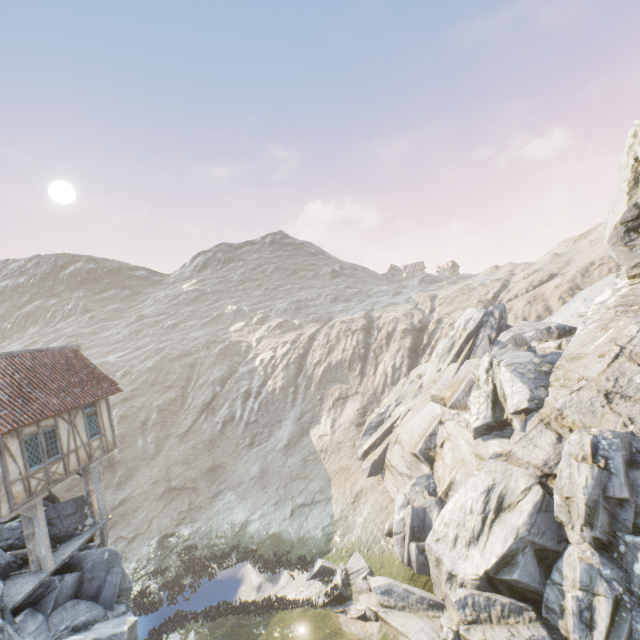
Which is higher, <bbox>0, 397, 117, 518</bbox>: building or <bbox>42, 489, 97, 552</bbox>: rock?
<bbox>0, 397, 117, 518</bbox>: building

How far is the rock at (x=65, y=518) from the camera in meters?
14.8

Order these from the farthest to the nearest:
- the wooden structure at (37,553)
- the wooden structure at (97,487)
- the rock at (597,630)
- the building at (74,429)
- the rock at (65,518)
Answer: the wooden structure at (97,487) → the rock at (65,518) → the wooden structure at (37,553) → the building at (74,429) → the rock at (597,630)

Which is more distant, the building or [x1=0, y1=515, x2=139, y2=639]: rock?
the building

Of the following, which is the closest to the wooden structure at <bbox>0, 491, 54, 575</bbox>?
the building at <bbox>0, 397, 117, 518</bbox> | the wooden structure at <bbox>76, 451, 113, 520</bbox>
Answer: the building at <bbox>0, 397, 117, 518</bbox>

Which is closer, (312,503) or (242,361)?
(312,503)

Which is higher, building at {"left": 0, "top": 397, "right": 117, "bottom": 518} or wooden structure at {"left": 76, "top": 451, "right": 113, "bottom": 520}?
building at {"left": 0, "top": 397, "right": 117, "bottom": 518}
